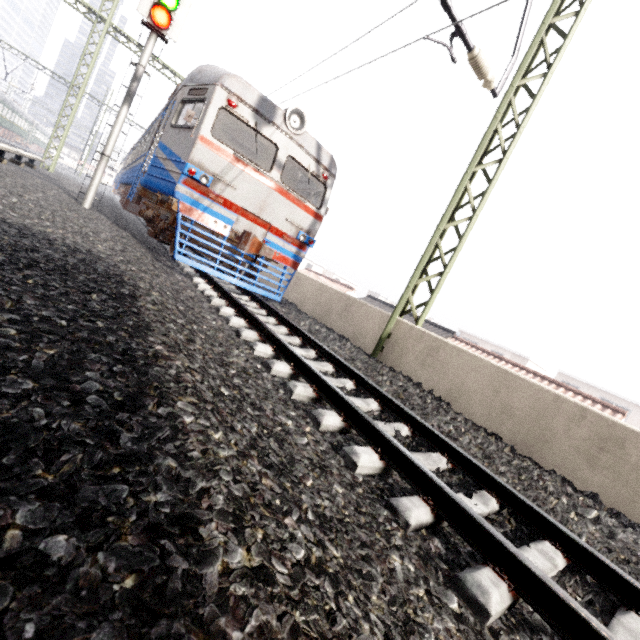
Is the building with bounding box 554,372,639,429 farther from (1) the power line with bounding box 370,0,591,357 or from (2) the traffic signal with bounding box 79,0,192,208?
(2) the traffic signal with bounding box 79,0,192,208

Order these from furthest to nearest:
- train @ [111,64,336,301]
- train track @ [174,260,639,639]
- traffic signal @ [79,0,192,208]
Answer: traffic signal @ [79,0,192,208]
train @ [111,64,336,301]
train track @ [174,260,639,639]

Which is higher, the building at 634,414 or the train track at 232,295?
the building at 634,414

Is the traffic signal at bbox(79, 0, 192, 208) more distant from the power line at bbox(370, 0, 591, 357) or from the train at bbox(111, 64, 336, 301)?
the power line at bbox(370, 0, 591, 357)

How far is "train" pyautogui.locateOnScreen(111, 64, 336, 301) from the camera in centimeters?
646cm

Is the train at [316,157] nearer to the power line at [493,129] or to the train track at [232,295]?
the train track at [232,295]

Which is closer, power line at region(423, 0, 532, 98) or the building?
power line at region(423, 0, 532, 98)

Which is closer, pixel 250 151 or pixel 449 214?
pixel 449 214
